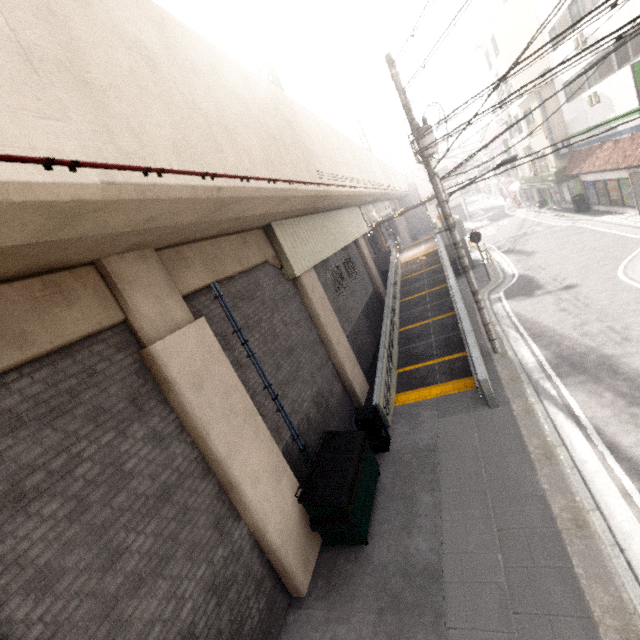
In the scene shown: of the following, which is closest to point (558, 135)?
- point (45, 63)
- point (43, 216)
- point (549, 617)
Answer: point (549, 617)

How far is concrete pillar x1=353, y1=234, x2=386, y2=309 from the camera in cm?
1928

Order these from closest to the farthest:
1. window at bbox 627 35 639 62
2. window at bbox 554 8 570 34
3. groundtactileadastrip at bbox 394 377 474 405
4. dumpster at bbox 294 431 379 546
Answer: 1. dumpster at bbox 294 431 379 546
2. groundtactileadastrip at bbox 394 377 474 405
3. window at bbox 627 35 639 62
4. window at bbox 554 8 570 34

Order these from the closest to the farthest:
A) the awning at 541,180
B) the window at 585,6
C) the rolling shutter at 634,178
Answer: the window at 585,6, the rolling shutter at 634,178, the awning at 541,180

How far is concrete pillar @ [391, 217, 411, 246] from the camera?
37.19m

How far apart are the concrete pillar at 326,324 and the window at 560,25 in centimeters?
1935cm

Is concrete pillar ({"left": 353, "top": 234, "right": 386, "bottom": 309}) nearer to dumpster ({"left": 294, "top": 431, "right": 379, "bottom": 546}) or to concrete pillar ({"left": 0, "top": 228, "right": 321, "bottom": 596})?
concrete pillar ({"left": 0, "top": 228, "right": 321, "bottom": 596})

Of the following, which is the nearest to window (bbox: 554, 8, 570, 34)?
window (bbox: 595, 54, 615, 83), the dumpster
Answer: window (bbox: 595, 54, 615, 83)
